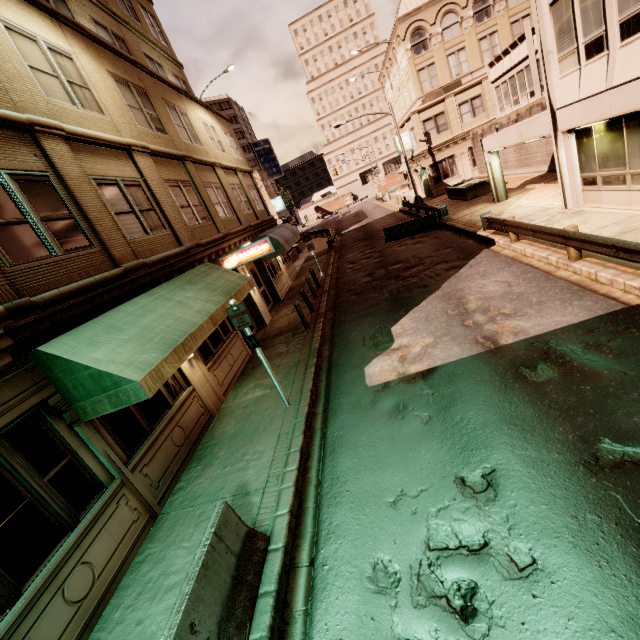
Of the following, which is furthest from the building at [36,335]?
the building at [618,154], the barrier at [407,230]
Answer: Answer: the building at [618,154]

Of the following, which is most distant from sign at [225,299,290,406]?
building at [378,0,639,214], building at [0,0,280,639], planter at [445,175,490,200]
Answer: planter at [445,175,490,200]

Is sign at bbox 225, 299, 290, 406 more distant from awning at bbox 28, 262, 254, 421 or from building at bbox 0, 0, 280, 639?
building at bbox 0, 0, 280, 639

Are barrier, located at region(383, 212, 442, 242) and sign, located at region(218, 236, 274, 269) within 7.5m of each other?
no

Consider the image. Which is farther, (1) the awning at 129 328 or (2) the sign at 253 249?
(2) the sign at 253 249

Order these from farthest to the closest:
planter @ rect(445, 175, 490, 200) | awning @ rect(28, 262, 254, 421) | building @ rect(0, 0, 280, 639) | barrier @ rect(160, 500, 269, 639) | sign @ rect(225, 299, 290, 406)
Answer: planter @ rect(445, 175, 490, 200) < sign @ rect(225, 299, 290, 406) < awning @ rect(28, 262, 254, 421) < building @ rect(0, 0, 280, 639) < barrier @ rect(160, 500, 269, 639)

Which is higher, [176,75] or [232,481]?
[176,75]

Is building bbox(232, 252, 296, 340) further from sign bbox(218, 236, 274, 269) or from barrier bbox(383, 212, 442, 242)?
barrier bbox(383, 212, 442, 242)
